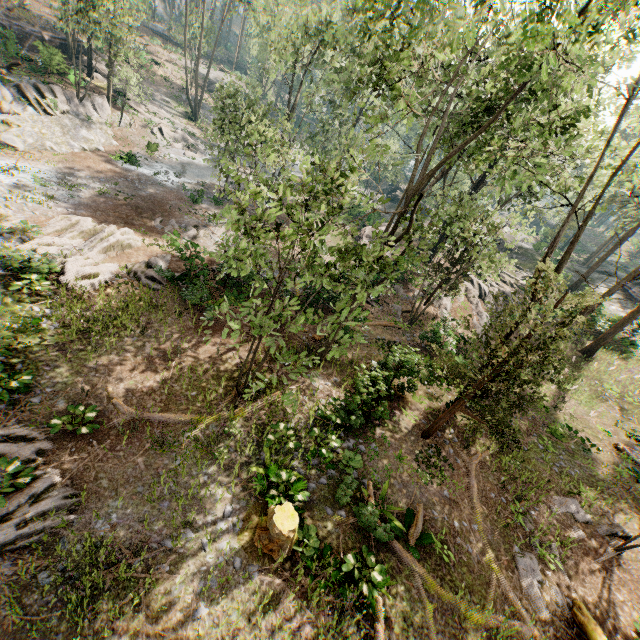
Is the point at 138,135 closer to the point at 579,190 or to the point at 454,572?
→ the point at 579,190

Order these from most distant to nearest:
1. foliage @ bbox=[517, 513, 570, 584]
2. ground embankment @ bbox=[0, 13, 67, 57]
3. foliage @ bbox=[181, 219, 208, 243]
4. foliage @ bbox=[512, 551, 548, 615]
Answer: ground embankment @ bbox=[0, 13, 67, 57], foliage @ bbox=[181, 219, 208, 243], foliage @ bbox=[517, 513, 570, 584], foliage @ bbox=[512, 551, 548, 615]

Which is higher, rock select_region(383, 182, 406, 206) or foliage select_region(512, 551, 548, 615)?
rock select_region(383, 182, 406, 206)

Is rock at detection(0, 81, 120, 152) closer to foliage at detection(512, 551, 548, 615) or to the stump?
the stump

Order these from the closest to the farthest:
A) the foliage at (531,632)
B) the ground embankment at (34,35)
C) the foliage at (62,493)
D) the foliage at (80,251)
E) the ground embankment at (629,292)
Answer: the foliage at (62,493), the foliage at (531,632), the foliage at (80,251), the ground embankment at (34,35), the ground embankment at (629,292)

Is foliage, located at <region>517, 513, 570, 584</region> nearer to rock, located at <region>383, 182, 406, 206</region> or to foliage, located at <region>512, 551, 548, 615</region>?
rock, located at <region>383, 182, 406, 206</region>

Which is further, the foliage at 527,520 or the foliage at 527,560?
the foliage at 527,520

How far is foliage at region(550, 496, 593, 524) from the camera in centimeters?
1433cm
